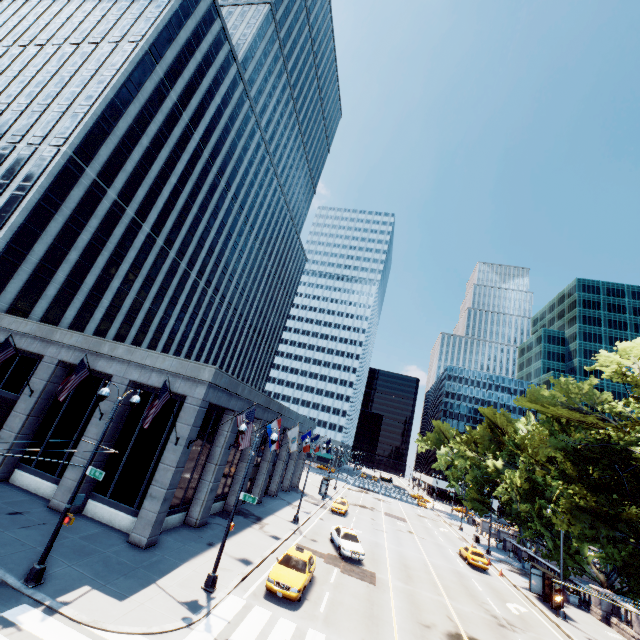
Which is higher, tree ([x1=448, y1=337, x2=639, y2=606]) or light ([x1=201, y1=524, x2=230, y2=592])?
tree ([x1=448, y1=337, x2=639, y2=606])

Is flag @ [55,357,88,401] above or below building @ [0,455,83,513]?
above

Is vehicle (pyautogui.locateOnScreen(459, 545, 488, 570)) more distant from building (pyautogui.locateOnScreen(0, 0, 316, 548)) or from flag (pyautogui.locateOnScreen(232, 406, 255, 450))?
flag (pyautogui.locateOnScreen(232, 406, 255, 450))

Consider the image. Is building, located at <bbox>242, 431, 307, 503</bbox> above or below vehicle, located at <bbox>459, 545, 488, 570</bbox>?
above

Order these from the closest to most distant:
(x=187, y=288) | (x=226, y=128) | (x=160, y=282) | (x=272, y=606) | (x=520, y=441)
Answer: (x=272, y=606) < (x=520, y=441) < (x=160, y=282) < (x=187, y=288) < (x=226, y=128)

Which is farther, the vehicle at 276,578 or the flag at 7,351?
the flag at 7,351

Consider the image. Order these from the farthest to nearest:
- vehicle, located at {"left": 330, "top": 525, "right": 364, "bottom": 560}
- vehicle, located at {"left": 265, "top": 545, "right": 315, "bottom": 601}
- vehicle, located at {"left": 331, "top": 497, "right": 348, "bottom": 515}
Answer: vehicle, located at {"left": 331, "top": 497, "right": 348, "bottom": 515} < vehicle, located at {"left": 330, "top": 525, "right": 364, "bottom": 560} < vehicle, located at {"left": 265, "top": 545, "right": 315, "bottom": 601}

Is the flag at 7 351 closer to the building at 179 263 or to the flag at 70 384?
the building at 179 263
